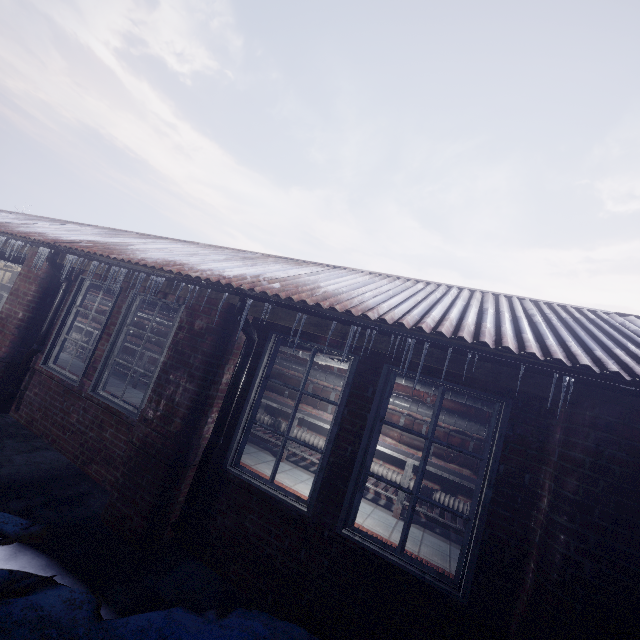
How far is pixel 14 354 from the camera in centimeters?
413cm

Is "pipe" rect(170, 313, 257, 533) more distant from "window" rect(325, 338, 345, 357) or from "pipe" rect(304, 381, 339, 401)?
"pipe" rect(304, 381, 339, 401)

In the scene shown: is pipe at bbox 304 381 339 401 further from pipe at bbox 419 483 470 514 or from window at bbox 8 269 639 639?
window at bbox 8 269 639 639

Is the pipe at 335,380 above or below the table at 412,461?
above

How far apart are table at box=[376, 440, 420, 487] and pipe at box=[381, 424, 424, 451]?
0.1m

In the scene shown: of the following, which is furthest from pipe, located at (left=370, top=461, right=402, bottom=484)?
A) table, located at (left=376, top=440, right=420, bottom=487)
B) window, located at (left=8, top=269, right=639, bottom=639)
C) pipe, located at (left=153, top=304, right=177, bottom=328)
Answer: window, located at (left=8, top=269, right=639, bottom=639)

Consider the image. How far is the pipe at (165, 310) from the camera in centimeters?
467cm

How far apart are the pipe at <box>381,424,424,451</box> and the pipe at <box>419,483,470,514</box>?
0.4m
